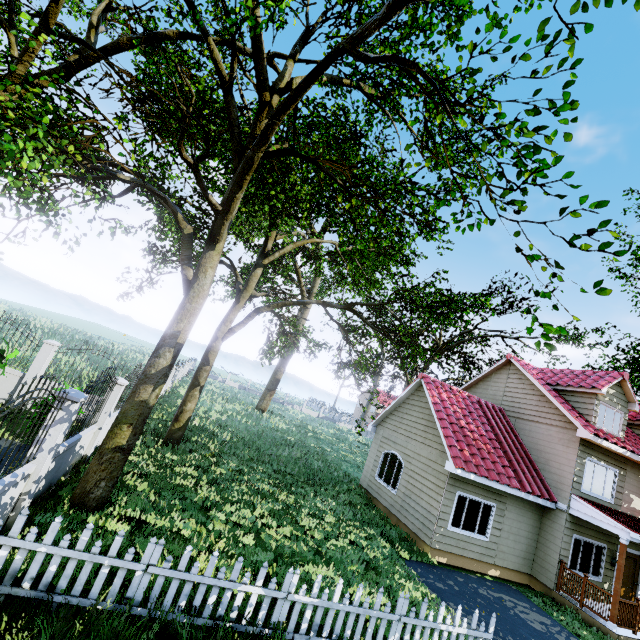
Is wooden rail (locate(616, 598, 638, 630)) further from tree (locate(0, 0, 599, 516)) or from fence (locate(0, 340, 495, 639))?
tree (locate(0, 0, 599, 516))

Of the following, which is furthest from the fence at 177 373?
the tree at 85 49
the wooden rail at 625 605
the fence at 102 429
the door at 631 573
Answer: the door at 631 573

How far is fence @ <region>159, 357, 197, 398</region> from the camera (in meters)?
21.27

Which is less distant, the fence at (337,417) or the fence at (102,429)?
the fence at (102,429)

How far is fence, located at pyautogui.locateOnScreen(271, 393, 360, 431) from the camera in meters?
51.9 m

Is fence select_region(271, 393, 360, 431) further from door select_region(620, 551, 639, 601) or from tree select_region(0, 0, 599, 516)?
door select_region(620, 551, 639, 601)

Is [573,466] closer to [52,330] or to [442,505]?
[442,505]

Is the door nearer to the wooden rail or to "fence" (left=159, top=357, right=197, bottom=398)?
the wooden rail
